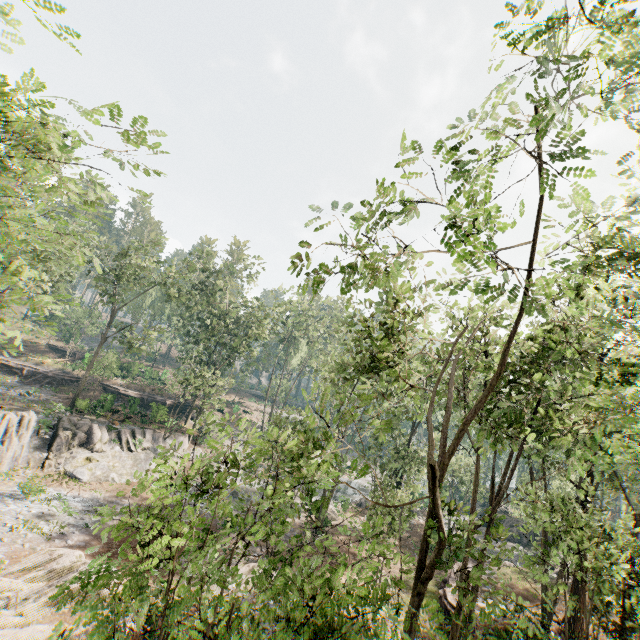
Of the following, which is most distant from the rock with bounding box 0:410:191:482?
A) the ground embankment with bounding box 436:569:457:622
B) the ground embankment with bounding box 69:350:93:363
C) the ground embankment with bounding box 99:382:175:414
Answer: the ground embankment with bounding box 436:569:457:622

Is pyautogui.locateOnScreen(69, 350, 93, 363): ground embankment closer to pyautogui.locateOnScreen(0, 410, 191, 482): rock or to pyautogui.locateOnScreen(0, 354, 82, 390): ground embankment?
pyautogui.locateOnScreen(0, 354, 82, 390): ground embankment

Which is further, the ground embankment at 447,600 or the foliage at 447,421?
the ground embankment at 447,600

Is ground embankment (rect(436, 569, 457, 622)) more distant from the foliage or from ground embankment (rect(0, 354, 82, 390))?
ground embankment (rect(0, 354, 82, 390))

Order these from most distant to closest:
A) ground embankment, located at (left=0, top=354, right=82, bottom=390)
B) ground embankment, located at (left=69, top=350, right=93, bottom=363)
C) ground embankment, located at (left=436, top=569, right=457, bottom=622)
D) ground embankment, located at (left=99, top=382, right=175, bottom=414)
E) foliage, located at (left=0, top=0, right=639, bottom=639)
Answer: ground embankment, located at (left=69, top=350, right=93, bottom=363) → ground embankment, located at (left=0, top=354, right=82, bottom=390) → ground embankment, located at (left=99, top=382, right=175, bottom=414) → ground embankment, located at (left=436, top=569, right=457, bottom=622) → foliage, located at (left=0, top=0, right=639, bottom=639)

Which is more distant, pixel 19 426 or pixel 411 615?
pixel 19 426

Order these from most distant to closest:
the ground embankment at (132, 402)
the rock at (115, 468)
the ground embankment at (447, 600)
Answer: the ground embankment at (132, 402) → the rock at (115, 468) → the ground embankment at (447, 600)

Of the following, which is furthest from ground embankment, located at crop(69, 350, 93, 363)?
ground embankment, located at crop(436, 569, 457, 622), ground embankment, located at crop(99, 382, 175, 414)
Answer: ground embankment, located at crop(436, 569, 457, 622)
